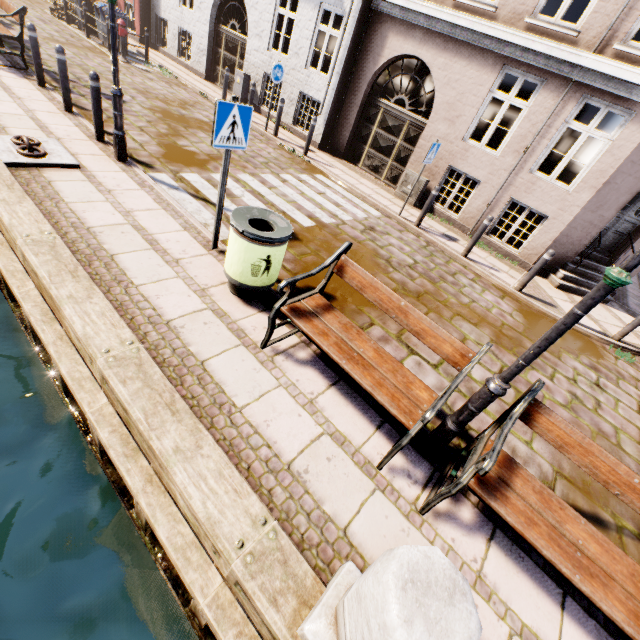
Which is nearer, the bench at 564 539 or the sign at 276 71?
the bench at 564 539

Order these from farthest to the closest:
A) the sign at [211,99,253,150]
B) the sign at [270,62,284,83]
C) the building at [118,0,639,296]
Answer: the sign at [270,62,284,83] → the building at [118,0,639,296] → the sign at [211,99,253,150]

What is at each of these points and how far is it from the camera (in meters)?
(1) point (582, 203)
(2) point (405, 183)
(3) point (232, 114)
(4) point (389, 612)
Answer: (1) building, 7.81
(2) electrical box, 10.02
(3) sign, 3.66
(4) pillar, 1.36

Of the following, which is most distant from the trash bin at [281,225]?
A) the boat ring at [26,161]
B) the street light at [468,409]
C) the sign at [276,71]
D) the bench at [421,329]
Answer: the sign at [276,71]

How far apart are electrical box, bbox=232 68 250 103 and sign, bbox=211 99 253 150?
10.8 meters

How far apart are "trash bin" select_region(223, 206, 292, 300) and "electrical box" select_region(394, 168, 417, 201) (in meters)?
7.26

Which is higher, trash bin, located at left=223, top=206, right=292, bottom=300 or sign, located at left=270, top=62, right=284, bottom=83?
sign, located at left=270, top=62, right=284, bottom=83

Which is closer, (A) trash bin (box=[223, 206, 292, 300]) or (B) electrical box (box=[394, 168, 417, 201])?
(A) trash bin (box=[223, 206, 292, 300])
